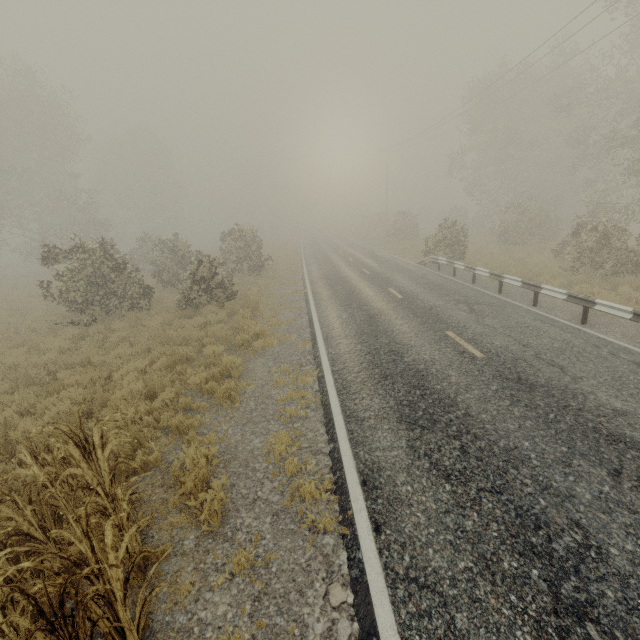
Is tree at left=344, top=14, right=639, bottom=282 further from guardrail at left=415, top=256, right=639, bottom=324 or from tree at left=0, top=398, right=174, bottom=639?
tree at left=0, top=398, right=174, bottom=639

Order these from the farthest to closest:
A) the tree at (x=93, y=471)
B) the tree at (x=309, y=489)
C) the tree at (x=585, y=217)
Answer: the tree at (x=585, y=217)
the tree at (x=309, y=489)
the tree at (x=93, y=471)

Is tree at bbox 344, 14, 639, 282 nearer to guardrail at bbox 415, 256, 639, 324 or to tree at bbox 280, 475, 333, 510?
guardrail at bbox 415, 256, 639, 324

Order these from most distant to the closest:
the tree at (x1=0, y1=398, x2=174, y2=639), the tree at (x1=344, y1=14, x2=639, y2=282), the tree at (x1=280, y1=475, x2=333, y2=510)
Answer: the tree at (x1=344, y1=14, x2=639, y2=282) < the tree at (x1=280, y1=475, x2=333, y2=510) < the tree at (x1=0, y1=398, x2=174, y2=639)

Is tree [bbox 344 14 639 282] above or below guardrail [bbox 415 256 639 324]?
above

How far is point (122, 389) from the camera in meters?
7.1 m

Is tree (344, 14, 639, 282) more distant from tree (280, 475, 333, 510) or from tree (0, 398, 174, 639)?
tree (0, 398, 174, 639)

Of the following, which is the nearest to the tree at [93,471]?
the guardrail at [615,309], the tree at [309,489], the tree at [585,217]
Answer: the tree at [309,489]
